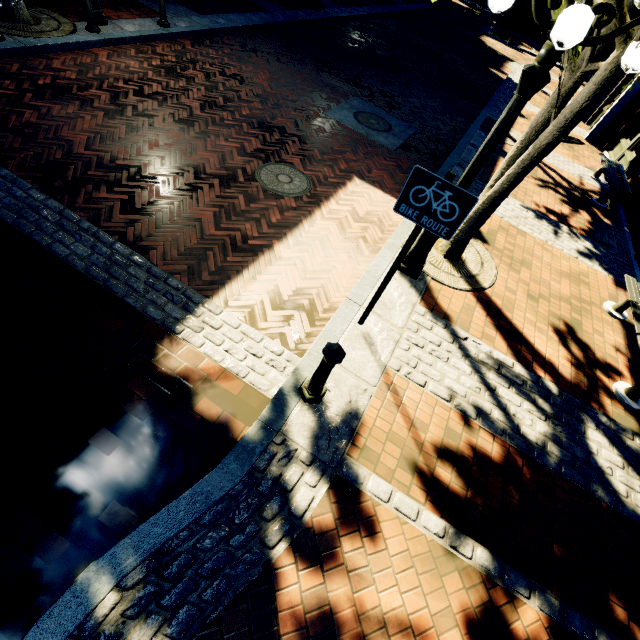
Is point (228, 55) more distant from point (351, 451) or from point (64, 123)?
point (351, 451)

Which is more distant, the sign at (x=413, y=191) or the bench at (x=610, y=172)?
the bench at (x=610, y=172)

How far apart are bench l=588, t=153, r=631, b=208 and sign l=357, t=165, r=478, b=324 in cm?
900

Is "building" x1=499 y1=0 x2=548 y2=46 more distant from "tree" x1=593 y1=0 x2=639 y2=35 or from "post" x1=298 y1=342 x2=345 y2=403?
"post" x1=298 y1=342 x2=345 y2=403

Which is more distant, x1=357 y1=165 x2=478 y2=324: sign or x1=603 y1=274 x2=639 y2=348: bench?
x1=603 y1=274 x2=639 y2=348: bench

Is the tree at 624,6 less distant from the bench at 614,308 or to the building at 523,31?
the building at 523,31

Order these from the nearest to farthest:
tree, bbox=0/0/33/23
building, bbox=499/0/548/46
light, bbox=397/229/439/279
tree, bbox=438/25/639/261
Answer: tree, bbox=438/25/639/261
light, bbox=397/229/439/279
tree, bbox=0/0/33/23
building, bbox=499/0/548/46

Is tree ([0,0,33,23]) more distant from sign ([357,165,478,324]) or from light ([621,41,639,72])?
sign ([357,165,478,324])
